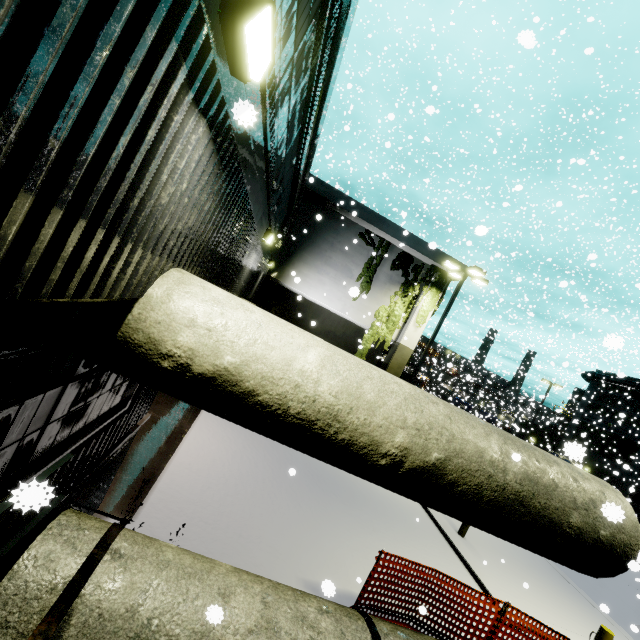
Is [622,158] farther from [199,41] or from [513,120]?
[513,120]

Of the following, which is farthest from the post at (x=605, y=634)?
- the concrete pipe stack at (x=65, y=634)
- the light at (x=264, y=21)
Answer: the light at (x=264, y=21)

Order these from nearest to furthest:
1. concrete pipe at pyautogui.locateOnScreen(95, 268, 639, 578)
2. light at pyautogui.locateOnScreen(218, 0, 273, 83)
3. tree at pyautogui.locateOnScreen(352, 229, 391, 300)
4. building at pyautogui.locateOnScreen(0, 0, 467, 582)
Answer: building at pyautogui.locateOnScreen(0, 0, 467, 582)
light at pyautogui.locateOnScreen(218, 0, 273, 83)
concrete pipe at pyautogui.locateOnScreen(95, 268, 639, 578)
tree at pyautogui.locateOnScreen(352, 229, 391, 300)

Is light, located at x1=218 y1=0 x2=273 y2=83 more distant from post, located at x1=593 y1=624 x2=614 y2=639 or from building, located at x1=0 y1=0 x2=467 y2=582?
post, located at x1=593 y1=624 x2=614 y2=639

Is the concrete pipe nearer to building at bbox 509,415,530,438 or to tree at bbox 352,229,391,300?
building at bbox 509,415,530,438

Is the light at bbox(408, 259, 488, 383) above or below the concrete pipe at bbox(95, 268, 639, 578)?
above

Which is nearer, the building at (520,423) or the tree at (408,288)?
the tree at (408,288)

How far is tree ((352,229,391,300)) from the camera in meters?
18.5
